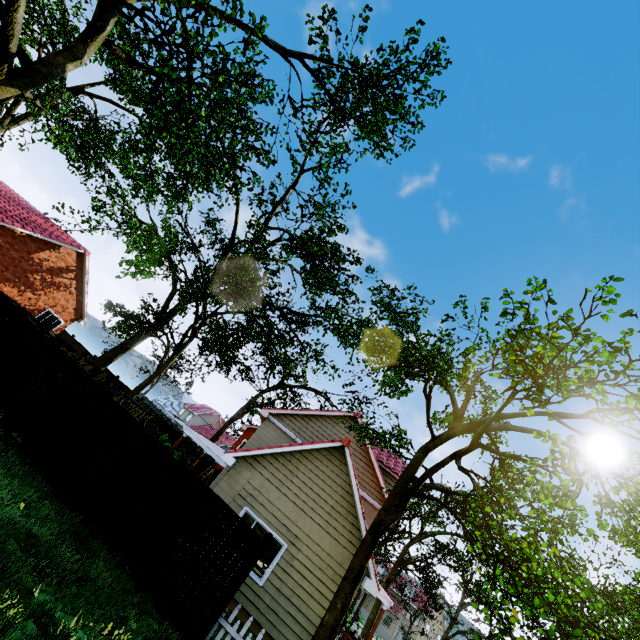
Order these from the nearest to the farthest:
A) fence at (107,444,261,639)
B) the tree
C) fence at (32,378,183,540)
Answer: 1. the tree
2. fence at (107,444,261,639)
3. fence at (32,378,183,540)

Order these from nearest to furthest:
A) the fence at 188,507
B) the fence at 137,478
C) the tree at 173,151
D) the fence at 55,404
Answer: the tree at 173,151
the fence at 188,507
the fence at 137,478
the fence at 55,404

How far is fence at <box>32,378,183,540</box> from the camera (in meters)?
7.98

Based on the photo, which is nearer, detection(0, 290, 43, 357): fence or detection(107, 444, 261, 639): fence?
detection(107, 444, 261, 639): fence

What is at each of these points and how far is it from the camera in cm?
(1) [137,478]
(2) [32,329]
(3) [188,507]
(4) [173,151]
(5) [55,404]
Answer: Answer:
(1) fence, 838
(2) fence, 1010
(3) fence, 818
(4) tree, 948
(5) fence, 906

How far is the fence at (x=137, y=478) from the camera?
8.0m

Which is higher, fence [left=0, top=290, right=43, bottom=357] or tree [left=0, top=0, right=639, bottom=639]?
tree [left=0, top=0, right=639, bottom=639]
